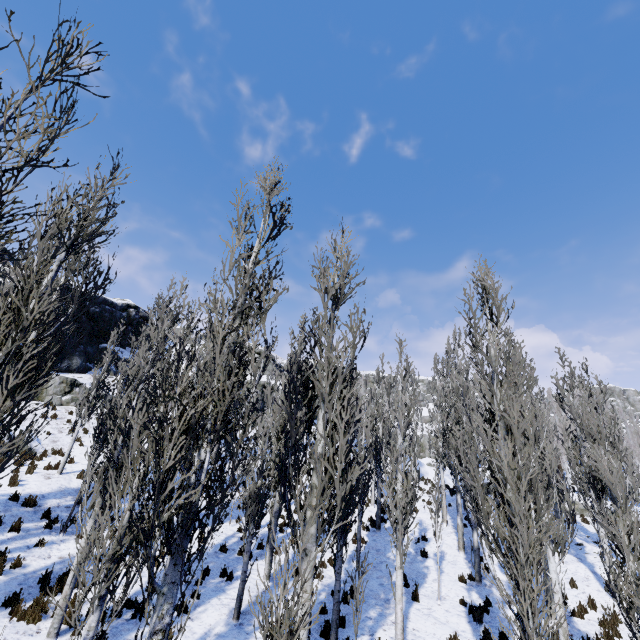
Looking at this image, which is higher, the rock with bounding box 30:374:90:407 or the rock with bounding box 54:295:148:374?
the rock with bounding box 54:295:148:374

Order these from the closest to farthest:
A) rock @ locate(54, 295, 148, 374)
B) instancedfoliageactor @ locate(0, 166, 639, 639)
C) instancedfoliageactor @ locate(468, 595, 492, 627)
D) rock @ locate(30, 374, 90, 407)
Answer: instancedfoliageactor @ locate(0, 166, 639, 639), instancedfoliageactor @ locate(468, 595, 492, 627), rock @ locate(30, 374, 90, 407), rock @ locate(54, 295, 148, 374)

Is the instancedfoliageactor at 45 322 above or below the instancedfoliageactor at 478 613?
above

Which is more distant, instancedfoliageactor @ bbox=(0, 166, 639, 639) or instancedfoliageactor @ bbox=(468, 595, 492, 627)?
instancedfoliageactor @ bbox=(468, 595, 492, 627)

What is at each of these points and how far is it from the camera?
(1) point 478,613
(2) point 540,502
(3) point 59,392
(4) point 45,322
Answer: (1) instancedfoliageactor, 10.6m
(2) instancedfoliageactor, 7.1m
(3) rock, 22.3m
(4) instancedfoliageactor, 6.8m

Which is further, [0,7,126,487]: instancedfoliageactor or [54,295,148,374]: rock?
[54,295,148,374]: rock

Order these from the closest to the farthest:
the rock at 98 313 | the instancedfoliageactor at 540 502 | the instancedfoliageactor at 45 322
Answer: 1. the instancedfoliageactor at 45 322
2. the instancedfoliageactor at 540 502
3. the rock at 98 313
